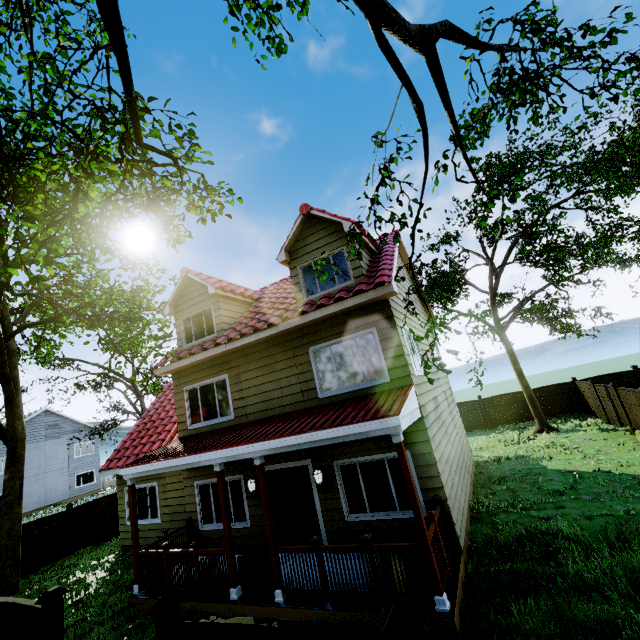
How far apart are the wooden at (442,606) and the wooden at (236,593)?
4.2m

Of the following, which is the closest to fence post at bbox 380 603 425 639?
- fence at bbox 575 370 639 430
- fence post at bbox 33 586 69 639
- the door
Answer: fence at bbox 575 370 639 430

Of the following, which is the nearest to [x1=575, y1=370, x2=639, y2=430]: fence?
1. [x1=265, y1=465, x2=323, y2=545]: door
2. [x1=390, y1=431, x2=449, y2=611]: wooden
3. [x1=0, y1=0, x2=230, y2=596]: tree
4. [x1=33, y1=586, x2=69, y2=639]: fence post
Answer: [x1=33, y1=586, x2=69, y2=639]: fence post

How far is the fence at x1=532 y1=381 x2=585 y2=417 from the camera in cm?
1861

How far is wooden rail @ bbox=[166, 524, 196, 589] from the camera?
7.6 meters

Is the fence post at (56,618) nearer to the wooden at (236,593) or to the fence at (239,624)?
the fence at (239,624)

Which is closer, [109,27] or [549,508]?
[109,27]

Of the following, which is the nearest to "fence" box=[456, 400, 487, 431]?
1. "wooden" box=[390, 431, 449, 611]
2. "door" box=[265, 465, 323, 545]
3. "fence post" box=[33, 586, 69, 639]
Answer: "fence post" box=[33, 586, 69, 639]
